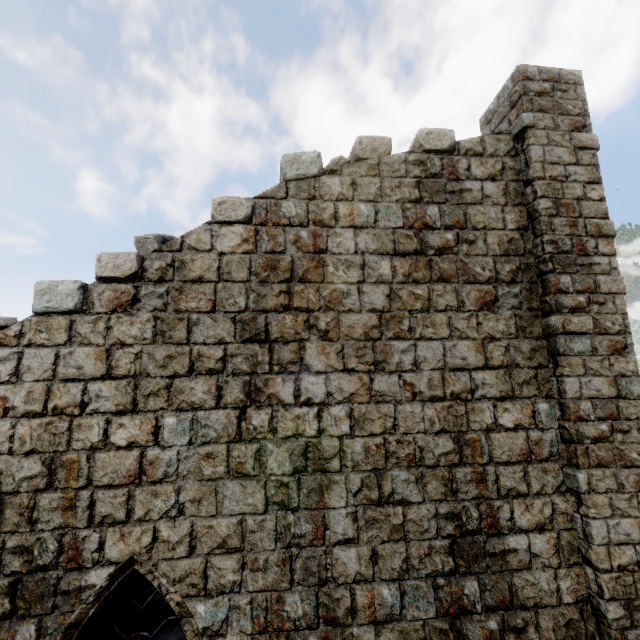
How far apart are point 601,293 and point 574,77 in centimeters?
414cm
